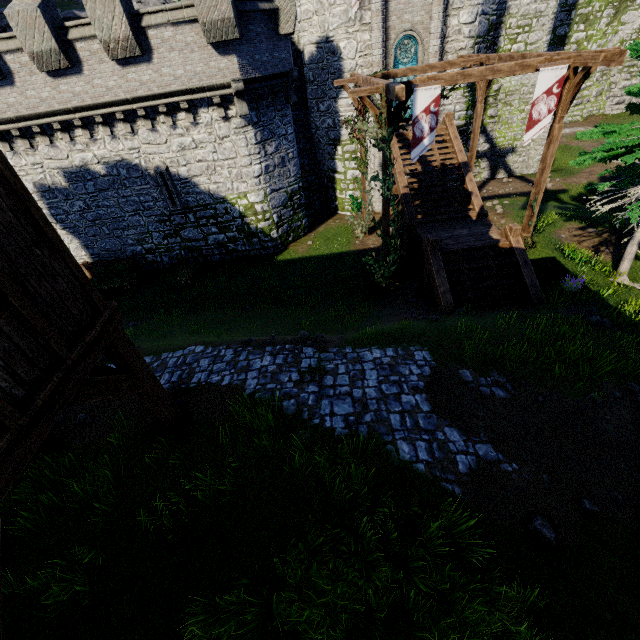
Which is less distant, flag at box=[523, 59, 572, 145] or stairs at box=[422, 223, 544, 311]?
flag at box=[523, 59, 572, 145]

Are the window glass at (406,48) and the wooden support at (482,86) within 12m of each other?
yes

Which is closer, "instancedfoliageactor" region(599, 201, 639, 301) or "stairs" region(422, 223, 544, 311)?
"instancedfoliageactor" region(599, 201, 639, 301)

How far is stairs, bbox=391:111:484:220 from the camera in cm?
1454

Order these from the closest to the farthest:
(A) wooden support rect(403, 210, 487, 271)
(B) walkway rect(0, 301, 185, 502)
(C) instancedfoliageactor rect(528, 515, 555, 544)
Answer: (B) walkway rect(0, 301, 185, 502) < (C) instancedfoliageactor rect(528, 515, 555, 544) < (A) wooden support rect(403, 210, 487, 271)

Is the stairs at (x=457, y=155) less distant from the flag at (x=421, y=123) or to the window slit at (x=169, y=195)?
the flag at (x=421, y=123)

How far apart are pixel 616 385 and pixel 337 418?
6.7m

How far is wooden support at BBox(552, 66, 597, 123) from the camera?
9.6m
